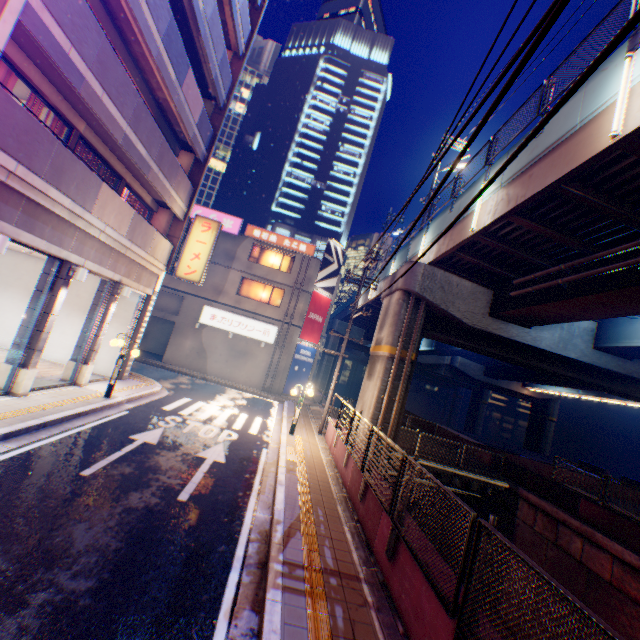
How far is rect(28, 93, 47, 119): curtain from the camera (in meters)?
8.77

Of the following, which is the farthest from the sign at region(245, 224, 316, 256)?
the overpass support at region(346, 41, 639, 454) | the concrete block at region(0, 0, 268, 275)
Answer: the concrete block at region(0, 0, 268, 275)

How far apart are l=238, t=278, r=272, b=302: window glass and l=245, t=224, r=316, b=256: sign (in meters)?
3.24

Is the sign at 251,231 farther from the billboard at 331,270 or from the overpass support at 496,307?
the overpass support at 496,307

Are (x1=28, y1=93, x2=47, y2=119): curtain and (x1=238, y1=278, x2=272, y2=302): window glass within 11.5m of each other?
no

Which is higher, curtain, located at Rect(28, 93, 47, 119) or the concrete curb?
curtain, located at Rect(28, 93, 47, 119)

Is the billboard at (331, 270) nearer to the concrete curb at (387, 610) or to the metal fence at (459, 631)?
the concrete curb at (387, 610)

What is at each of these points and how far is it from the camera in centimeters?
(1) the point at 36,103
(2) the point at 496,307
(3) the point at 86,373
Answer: (1) curtain, 891cm
(2) overpass support, 1466cm
(3) column, 1229cm
